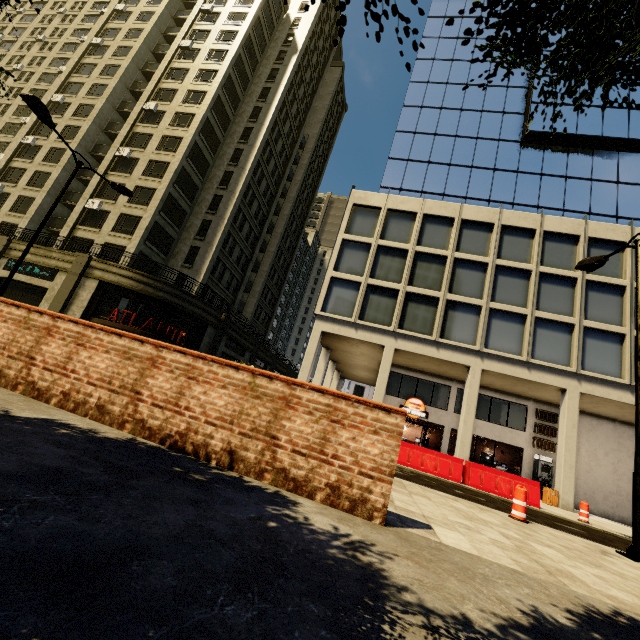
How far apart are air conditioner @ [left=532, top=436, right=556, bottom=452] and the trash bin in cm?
439

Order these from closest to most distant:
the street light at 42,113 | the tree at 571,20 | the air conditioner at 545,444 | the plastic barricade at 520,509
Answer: the tree at 571,20
the plastic barricade at 520,509
the street light at 42,113
the air conditioner at 545,444

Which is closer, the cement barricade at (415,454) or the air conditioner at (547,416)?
the cement barricade at (415,454)

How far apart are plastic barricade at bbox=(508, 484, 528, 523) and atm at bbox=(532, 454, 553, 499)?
15.73m

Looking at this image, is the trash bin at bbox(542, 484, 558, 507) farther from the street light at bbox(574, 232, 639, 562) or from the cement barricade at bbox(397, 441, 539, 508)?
the street light at bbox(574, 232, 639, 562)

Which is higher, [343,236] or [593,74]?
[343,236]

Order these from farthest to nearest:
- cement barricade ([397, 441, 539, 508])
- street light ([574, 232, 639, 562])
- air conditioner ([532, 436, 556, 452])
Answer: air conditioner ([532, 436, 556, 452]) < cement barricade ([397, 441, 539, 508]) < street light ([574, 232, 639, 562])

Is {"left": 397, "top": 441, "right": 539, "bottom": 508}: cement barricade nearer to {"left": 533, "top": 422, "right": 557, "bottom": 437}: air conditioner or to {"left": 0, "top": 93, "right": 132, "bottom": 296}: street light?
{"left": 0, "top": 93, "right": 132, "bottom": 296}: street light
